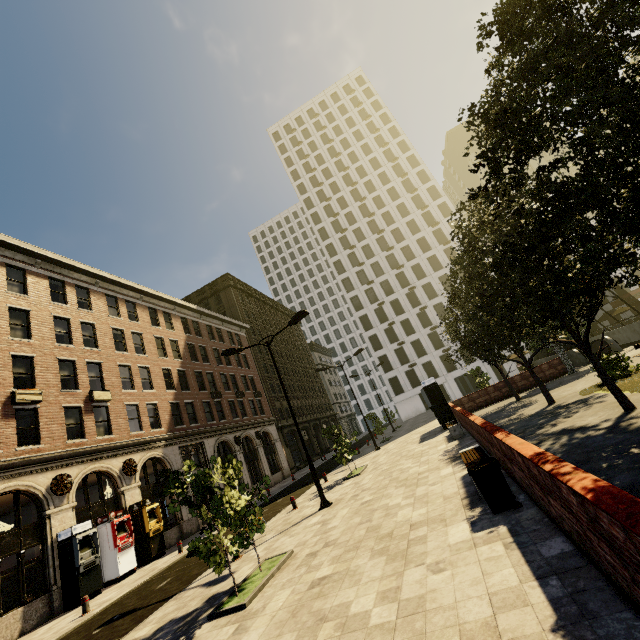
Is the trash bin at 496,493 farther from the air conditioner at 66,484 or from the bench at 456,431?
the air conditioner at 66,484

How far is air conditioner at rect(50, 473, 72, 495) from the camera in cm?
1583

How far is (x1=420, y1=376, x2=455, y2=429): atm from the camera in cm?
2088

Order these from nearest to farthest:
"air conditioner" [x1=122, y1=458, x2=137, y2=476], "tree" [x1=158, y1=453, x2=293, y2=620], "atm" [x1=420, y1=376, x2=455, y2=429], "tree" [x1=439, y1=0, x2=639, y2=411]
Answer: "tree" [x1=439, y1=0, x2=639, y2=411] < "tree" [x1=158, y1=453, x2=293, y2=620] < "air conditioner" [x1=122, y1=458, x2=137, y2=476] < "atm" [x1=420, y1=376, x2=455, y2=429]

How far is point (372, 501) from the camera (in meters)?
10.73

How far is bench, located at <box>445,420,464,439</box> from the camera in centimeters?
1562cm

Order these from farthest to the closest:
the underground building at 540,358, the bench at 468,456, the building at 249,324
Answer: the underground building at 540,358 < the building at 249,324 < the bench at 468,456

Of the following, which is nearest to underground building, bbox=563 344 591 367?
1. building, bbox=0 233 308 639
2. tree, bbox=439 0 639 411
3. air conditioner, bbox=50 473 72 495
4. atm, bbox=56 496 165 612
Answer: tree, bbox=439 0 639 411
